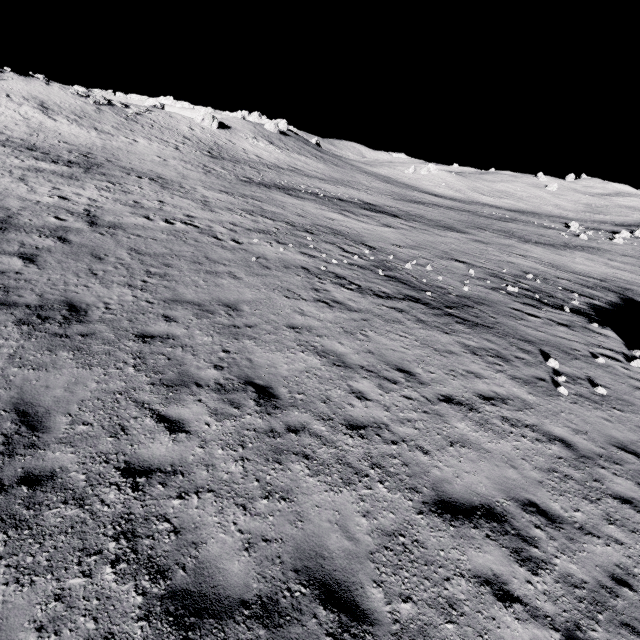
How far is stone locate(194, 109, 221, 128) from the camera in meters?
54.1

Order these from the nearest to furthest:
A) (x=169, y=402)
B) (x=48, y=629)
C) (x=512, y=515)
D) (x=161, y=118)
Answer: (x=48, y=629), (x=512, y=515), (x=169, y=402), (x=161, y=118)

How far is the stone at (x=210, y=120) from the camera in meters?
54.1 m
